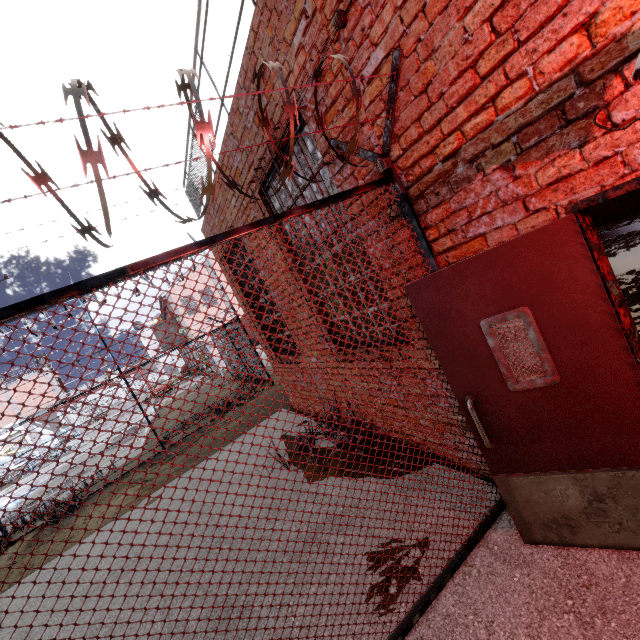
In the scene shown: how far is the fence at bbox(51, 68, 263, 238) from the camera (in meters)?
1.34

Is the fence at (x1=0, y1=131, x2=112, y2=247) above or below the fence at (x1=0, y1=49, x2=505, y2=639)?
above

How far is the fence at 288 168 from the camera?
1.8 meters

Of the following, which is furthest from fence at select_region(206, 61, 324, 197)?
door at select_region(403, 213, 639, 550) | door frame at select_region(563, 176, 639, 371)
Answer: door frame at select_region(563, 176, 639, 371)

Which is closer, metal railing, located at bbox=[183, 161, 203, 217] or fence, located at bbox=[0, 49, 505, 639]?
fence, located at bbox=[0, 49, 505, 639]

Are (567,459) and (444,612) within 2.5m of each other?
yes

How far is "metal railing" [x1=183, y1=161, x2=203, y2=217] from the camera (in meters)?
6.62

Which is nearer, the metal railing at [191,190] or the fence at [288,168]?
the fence at [288,168]
